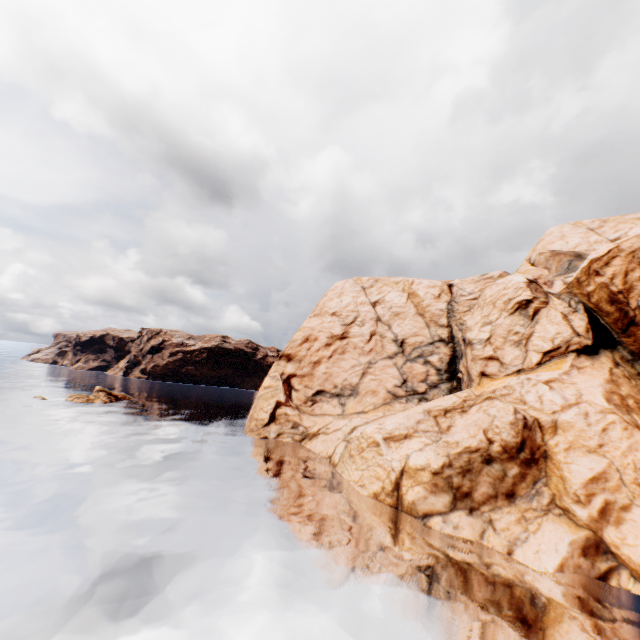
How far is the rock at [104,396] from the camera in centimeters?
4922cm

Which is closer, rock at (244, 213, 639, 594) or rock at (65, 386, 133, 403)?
rock at (244, 213, 639, 594)

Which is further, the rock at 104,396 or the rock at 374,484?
the rock at 104,396

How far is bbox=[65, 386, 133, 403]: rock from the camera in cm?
4922

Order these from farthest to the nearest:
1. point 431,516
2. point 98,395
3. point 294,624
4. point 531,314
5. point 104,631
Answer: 1. point 98,395
2. point 531,314
3. point 431,516
4. point 294,624
5. point 104,631
